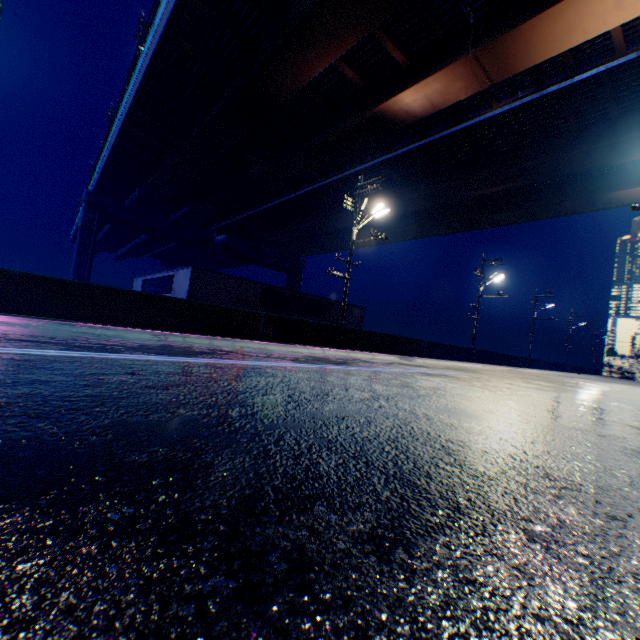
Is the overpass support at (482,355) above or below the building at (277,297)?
below

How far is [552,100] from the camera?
18.0 meters

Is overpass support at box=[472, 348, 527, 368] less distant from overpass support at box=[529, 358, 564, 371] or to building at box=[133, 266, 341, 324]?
overpass support at box=[529, 358, 564, 371]

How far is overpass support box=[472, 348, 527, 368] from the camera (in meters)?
29.75

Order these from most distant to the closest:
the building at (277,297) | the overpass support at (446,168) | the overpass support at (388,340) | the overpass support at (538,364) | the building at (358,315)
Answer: the overpass support at (538,364)
the building at (358,315)
the building at (277,297)
the overpass support at (388,340)
the overpass support at (446,168)

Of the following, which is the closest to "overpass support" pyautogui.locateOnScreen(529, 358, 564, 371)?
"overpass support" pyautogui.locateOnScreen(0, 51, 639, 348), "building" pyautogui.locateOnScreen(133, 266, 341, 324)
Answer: "overpass support" pyautogui.locateOnScreen(0, 51, 639, 348)

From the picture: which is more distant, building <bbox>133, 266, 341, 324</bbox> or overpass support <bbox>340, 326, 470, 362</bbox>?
building <bbox>133, 266, 341, 324</bbox>

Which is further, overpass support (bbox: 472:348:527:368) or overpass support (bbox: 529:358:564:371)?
overpass support (bbox: 529:358:564:371)
